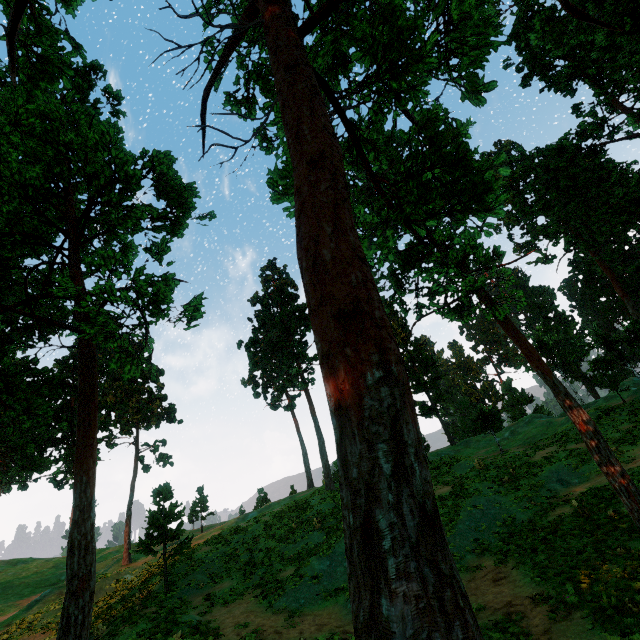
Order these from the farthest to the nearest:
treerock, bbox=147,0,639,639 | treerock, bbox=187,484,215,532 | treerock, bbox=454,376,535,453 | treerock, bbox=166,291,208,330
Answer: treerock, bbox=187,484,215,532, treerock, bbox=454,376,535,453, treerock, bbox=166,291,208,330, treerock, bbox=147,0,639,639

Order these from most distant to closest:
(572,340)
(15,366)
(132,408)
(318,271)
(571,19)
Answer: (132,408)
(572,340)
(571,19)
(15,366)
(318,271)

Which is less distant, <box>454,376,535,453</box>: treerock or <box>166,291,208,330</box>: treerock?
<box>166,291,208,330</box>: treerock

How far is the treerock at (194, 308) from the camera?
7.51m
